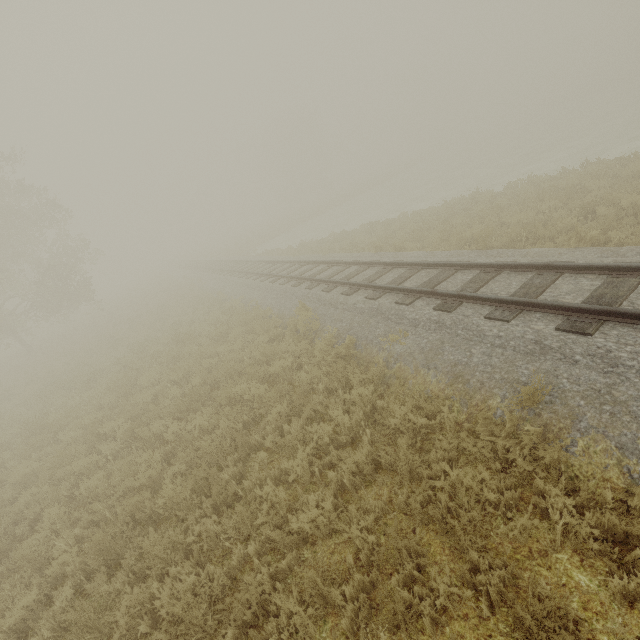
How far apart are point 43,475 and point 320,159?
56.13m
